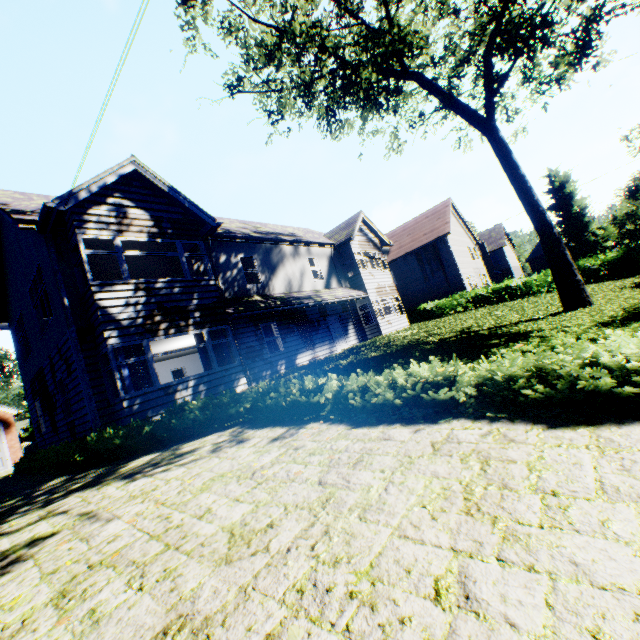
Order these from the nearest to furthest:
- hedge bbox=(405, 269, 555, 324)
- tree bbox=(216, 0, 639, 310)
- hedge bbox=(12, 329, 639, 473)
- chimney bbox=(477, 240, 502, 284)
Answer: hedge bbox=(12, 329, 639, 473) → tree bbox=(216, 0, 639, 310) → hedge bbox=(405, 269, 555, 324) → chimney bbox=(477, 240, 502, 284)

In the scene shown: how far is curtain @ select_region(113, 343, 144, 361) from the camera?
9.50m

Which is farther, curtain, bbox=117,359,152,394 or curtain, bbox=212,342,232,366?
curtain, bbox=212,342,232,366

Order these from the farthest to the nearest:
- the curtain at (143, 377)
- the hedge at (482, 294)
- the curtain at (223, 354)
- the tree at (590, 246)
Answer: the hedge at (482, 294) → the curtain at (223, 354) → the tree at (590, 246) → the curtain at (143, 377)

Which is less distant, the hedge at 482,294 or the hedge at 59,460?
the hedge at 59,460

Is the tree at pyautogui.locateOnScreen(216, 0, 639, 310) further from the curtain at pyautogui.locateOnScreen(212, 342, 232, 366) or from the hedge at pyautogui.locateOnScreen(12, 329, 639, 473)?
the curtain at pyautogui.locateOnScreen(212, 342, 232, 366)

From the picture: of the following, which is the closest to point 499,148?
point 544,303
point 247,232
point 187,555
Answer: point 544,303

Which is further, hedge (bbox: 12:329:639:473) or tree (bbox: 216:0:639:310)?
tree (bbox: 216:0:639:310)
